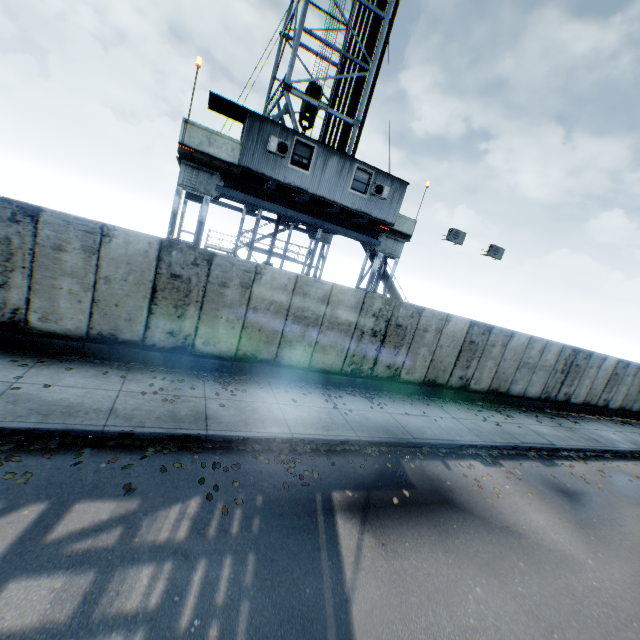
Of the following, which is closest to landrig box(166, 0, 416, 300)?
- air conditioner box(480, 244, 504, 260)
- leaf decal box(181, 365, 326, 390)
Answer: air conditioner box(480, 244, 504, 260)

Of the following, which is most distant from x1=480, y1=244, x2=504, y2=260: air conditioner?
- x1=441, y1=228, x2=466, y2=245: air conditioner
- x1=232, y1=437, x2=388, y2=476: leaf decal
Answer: x1=232, y1=437, x2=388, y2=476: leaf decal

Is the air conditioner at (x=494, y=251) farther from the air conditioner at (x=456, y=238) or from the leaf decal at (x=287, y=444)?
the leaf decal at (x=287, y=444)

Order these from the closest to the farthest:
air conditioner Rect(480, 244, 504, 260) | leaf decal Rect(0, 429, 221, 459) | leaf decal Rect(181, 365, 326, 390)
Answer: leaf decal Rect(0, 429, 221, 459) < leaf decal Rect(181, 365, 326, 390) < air conditioner Rect(480, 244, 504, 260)

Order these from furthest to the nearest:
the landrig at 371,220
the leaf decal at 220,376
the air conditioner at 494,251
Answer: the air conditioner at 494,251
the landrig at 371,220
the leaf decal at 220,376

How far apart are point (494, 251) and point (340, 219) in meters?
7.9

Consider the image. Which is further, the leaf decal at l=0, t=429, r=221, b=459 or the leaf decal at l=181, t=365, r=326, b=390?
the leaf decal at l=181, t=365, r=326, b=390

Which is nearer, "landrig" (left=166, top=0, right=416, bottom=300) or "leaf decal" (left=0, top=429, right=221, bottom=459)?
"leaf decal" (left=0, top=429, right=221, bottom=459)
